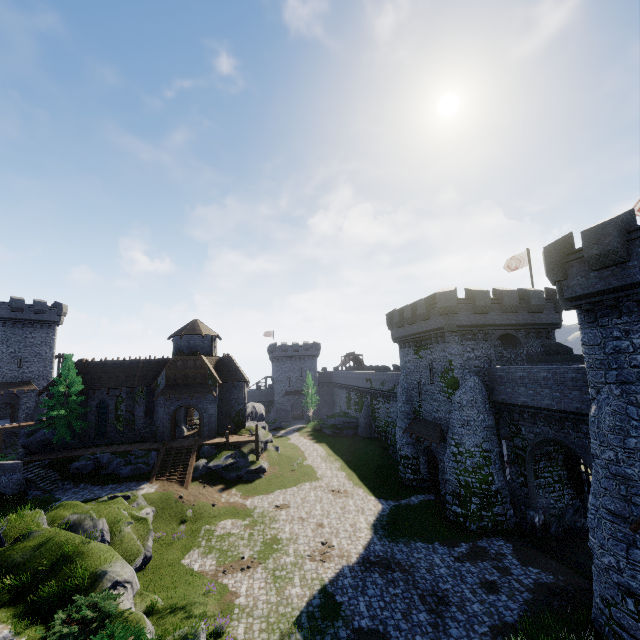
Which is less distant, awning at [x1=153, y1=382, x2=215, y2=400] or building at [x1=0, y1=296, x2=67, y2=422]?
awning at [x1=153, y1=382, x2=215, y2=400]

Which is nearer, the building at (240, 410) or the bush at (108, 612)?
the bush at (108, 612)

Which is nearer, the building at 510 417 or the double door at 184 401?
the building at 510 417

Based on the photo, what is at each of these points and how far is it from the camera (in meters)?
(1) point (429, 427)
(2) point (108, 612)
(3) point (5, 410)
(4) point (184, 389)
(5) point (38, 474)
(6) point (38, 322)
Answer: (1) awning, 27.69
(2) bush, 11.31
(3) building, 48.81
(4) awning, 34.91
(5) stairs, 27.25
(6) building, 46.75

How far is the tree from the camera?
31.6 meters

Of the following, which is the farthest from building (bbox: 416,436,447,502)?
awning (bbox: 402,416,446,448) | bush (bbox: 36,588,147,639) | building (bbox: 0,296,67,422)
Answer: building (bbox: 0,296,67,422)

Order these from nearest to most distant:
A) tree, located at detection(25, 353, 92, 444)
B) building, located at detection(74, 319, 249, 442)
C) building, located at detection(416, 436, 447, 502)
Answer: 1. building, located at detection(416, 436, 447, 502)
2. tree, located at detection(25, 353, 92, 444)
3. building, located at detection(74, 319, 249, 442)

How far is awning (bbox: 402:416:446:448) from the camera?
25.8m
